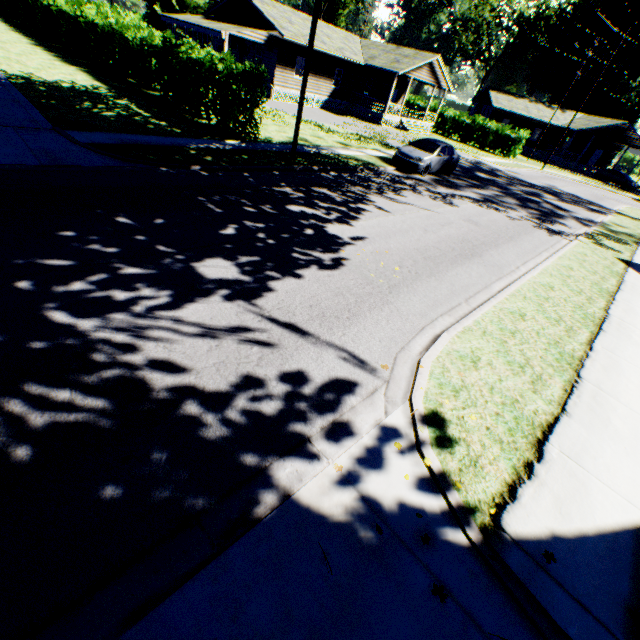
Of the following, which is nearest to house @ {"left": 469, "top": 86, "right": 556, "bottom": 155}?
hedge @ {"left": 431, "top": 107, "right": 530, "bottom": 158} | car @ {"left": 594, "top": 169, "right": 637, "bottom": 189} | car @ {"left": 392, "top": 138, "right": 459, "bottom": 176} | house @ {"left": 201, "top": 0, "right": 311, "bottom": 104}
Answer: car @ {"left": 594, "top": 169, "right": 637, "bottom": 189}

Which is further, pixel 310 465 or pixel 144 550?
pixel 310 465

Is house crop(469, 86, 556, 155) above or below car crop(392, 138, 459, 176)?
above

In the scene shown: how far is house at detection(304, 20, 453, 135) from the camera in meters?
29.8 m

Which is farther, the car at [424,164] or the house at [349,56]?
the house at [349,56]

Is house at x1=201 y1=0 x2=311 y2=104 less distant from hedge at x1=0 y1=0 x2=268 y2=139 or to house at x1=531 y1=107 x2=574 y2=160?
hedge at x1=0 y1=0 x2=268 y2=139

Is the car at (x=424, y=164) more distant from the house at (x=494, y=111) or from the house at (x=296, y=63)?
the house at (x=494, y=111)

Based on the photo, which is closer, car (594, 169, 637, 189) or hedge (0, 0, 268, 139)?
hedge (0, 0, 268, 139)
